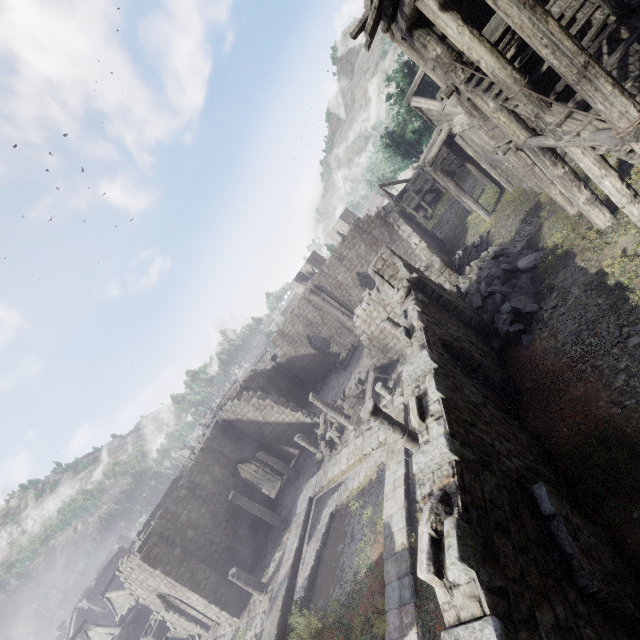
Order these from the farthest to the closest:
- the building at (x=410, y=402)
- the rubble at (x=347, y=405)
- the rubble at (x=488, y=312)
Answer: the rubble at (x=347, y=405) → the rubble at (x=488, y=312) → the building at (x=410, y=402)

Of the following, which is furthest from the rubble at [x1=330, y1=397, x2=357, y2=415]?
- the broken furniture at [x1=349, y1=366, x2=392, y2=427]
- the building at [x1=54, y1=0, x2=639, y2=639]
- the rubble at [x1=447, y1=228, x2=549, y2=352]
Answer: the rubble at [x1=447, y1=228, x2=549, y2=352]

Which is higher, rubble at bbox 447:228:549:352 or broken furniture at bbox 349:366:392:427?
rubble at bbox 447:228:549:352

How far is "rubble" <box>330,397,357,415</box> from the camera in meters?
21.5

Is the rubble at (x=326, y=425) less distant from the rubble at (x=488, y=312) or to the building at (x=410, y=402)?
the building at (x=410, y=402)

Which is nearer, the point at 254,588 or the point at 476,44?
the point at 476,44

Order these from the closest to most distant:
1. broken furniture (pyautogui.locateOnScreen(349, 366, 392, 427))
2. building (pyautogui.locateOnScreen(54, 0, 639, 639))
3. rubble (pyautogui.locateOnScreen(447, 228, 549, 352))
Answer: building (pyautogui.locateOnScreen(54, 0, 639, 639))
rubble (pyautogui.locateOnScreen(447, 228, 549, 352))
broken furniture (pyautogui.locateOnScreen(349, 366, 392, 427))
